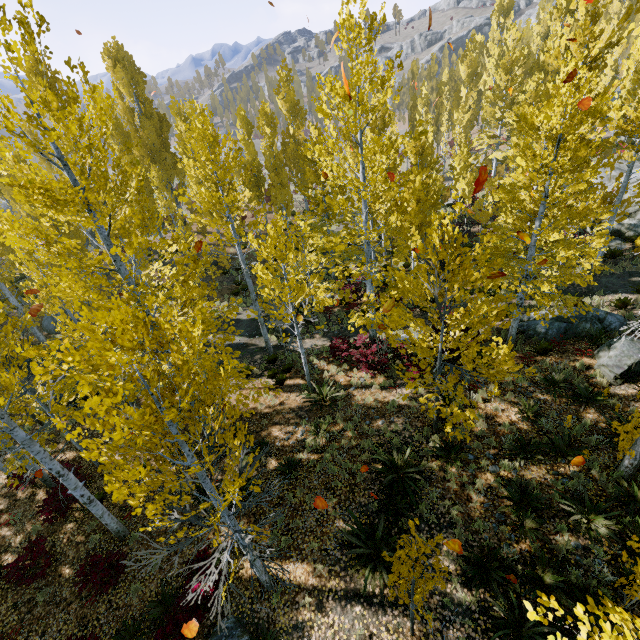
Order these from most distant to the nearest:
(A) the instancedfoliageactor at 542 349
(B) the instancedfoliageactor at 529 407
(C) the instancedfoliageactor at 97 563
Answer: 1. (A) the instancedfoliageactor at 542 349
2. (B) the instancedfoliageactor at 529 407
3. (C) the instancedfoliageactor at 97 563

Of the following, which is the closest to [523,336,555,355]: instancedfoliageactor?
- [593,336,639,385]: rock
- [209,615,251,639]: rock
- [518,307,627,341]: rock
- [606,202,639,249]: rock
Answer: [606,202,639,249]: rock

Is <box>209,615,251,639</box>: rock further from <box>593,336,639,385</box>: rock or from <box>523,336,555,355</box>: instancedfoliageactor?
<box>593,336,639,385</box>: rock

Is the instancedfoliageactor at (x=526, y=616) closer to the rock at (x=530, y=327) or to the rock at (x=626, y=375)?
the rock at (x=530, y=327)

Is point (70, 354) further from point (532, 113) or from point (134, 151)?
point (134, 151)

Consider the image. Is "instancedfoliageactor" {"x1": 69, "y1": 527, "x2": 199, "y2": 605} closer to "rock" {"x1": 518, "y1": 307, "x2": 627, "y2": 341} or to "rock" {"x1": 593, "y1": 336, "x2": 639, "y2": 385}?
"rock" {"x1": 518, "y1": 307, "x2": 627, "y2": 341}

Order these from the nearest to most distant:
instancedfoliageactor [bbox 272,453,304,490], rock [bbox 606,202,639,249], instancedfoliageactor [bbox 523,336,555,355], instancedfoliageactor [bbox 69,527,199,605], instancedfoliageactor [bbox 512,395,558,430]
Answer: instancedfoliageactor [bbox 69,527,199,605] < instancedfoliageactor [bbox 272,453,304,490] < instancedfoliageactor [bbox 512,395,558,430] < instancedfoliageactor [bbox 523,336,555,355] < rock [bbox 606,202,639,249]

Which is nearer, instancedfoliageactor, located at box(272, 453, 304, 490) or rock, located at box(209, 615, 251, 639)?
instancedfoliageactor, located at box(272, 453, 304, 490)
